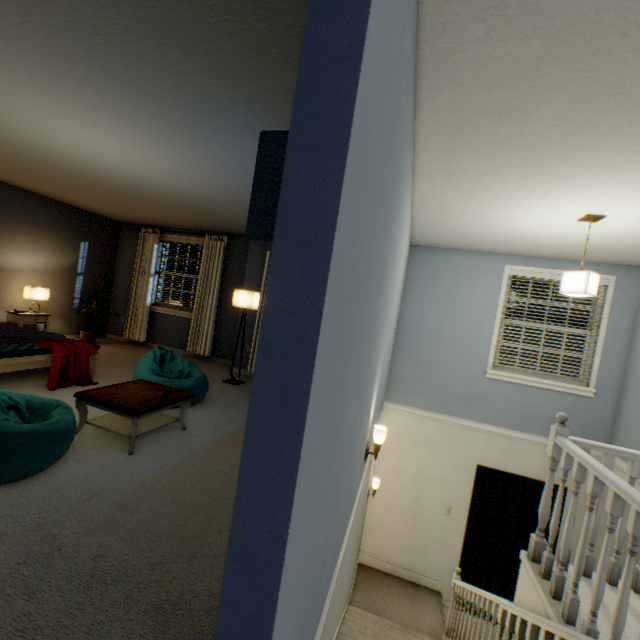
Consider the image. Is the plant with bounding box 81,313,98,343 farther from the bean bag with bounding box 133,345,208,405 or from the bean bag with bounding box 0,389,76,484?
the bean bag with bounding box 0,389,76,484

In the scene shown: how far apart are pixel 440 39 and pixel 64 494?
3.1 meters

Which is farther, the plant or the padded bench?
the plant

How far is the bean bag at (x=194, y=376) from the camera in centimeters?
351cm

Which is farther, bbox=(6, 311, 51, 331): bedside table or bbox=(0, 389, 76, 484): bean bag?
bbox=(6, 311, 51, 331): bedside table

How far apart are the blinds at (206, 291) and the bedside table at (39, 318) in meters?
1.3

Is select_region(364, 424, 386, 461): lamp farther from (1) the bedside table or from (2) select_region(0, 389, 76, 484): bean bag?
(1) the bedside table

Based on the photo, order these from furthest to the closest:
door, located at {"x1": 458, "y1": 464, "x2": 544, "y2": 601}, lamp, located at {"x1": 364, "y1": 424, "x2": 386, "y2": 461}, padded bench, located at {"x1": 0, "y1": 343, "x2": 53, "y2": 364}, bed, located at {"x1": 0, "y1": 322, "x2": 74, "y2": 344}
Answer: door, located at {"x1": 458, "y1": 464, "x2": 544, "y2": 601}
bed, located at {"x1": 0, "y1": 322, "x2": 74, "y2": 344}
padded bench, located at {"x1": 0, "y1": 343, "x2": 53, "y2": 364}
lamp, located at {"x1": 364, "y1": 424, "x2": 386, "y2": 461}
